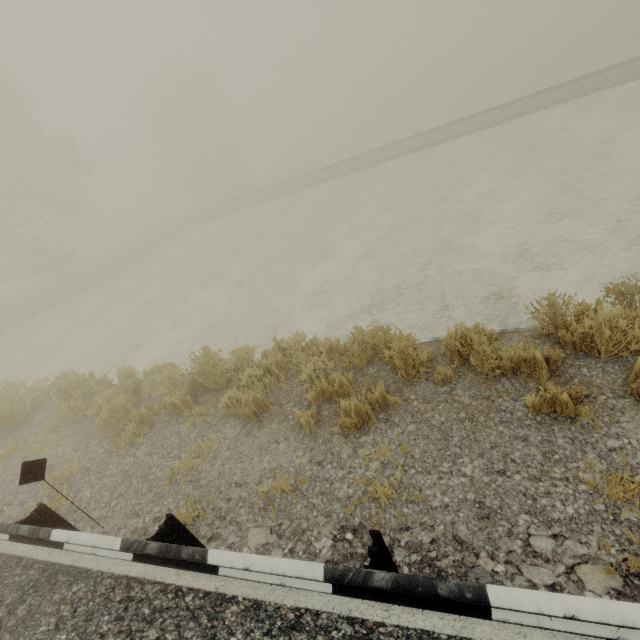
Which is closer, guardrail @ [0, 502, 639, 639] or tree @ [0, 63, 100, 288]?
guardrail @ [0, 502, 639, 639]

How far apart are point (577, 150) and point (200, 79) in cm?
4514

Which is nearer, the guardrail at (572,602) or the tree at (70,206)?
the guardrail at (572,602)

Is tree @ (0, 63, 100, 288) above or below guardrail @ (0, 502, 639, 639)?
above

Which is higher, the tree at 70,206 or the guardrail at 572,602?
the tree at 70,206
